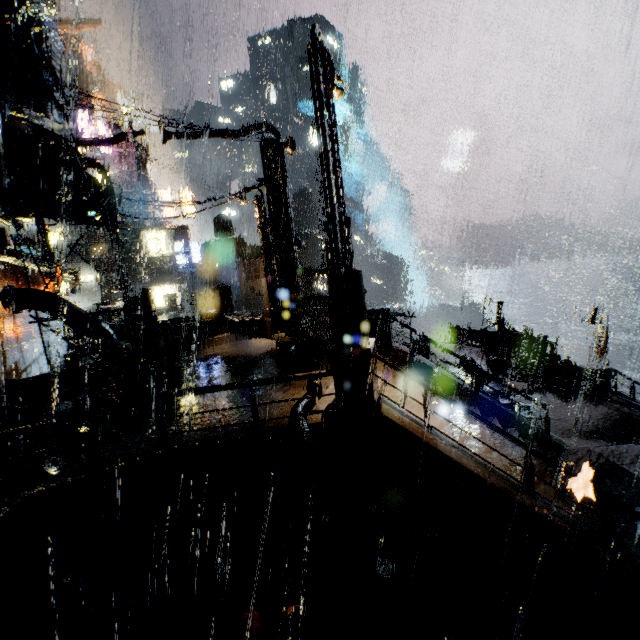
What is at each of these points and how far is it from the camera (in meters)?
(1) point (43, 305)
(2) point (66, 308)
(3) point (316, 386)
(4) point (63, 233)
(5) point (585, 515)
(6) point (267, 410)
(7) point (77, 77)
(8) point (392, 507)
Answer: (1) pipe, 12.72
(2) pipe, 13.09
(3) pipe, 8.12
(4) building, 30.84
(5) stairs, 7.04
(6) building, 7.76
(7) building, 52.56
(8) building, 6.64

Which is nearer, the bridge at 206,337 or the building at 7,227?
the building at 7,227

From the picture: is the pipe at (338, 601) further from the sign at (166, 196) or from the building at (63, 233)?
the sign at (166, 196)

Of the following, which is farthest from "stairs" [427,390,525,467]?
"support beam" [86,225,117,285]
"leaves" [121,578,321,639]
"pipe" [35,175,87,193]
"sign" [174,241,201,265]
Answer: "sign" [174,241,201,265]

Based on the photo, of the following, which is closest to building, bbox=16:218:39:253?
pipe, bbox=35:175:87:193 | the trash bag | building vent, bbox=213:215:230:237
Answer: the trash bag

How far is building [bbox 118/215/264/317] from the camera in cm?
3127

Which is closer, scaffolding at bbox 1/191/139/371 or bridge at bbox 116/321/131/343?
scaffolding at bbox 1/191/139/371

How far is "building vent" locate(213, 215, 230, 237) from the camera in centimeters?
5919cm
